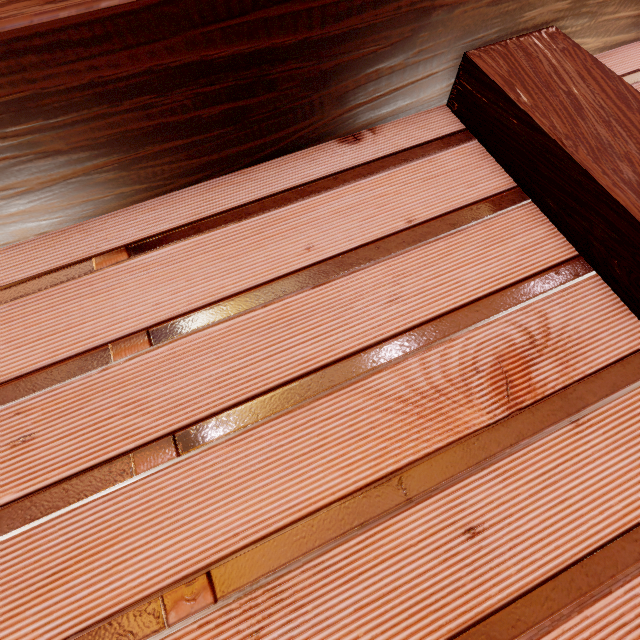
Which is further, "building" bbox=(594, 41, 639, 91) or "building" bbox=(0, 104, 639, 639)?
"building" bbox=(594, 41, 639, 91)

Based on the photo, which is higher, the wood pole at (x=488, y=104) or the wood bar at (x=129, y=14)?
the wood bar at (x=129, y=14)

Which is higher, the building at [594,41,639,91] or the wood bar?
the wood bar

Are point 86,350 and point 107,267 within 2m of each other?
yes

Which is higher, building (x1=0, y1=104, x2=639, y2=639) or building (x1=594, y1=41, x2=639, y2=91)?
building (x1=594, y1=41, x2=639, y2=91)

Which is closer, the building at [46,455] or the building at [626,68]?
the building at [46,455]

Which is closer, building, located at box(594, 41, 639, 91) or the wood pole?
the wood pole

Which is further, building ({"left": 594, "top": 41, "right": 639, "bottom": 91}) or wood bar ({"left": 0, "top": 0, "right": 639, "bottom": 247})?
building ({"left": 594, "top": 41, "right": 639, "bottom": 91})
